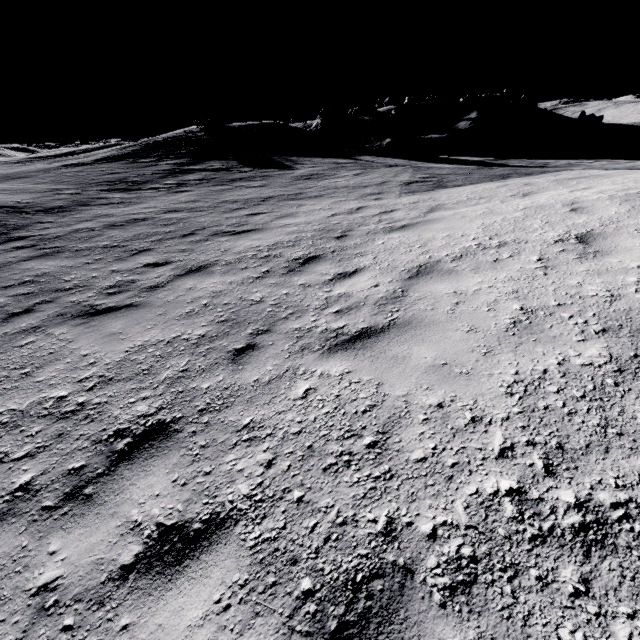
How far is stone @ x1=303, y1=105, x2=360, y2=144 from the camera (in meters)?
28.94

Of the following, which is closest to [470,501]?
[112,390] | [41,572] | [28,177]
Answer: [41,572]

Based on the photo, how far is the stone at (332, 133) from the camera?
28.94m
